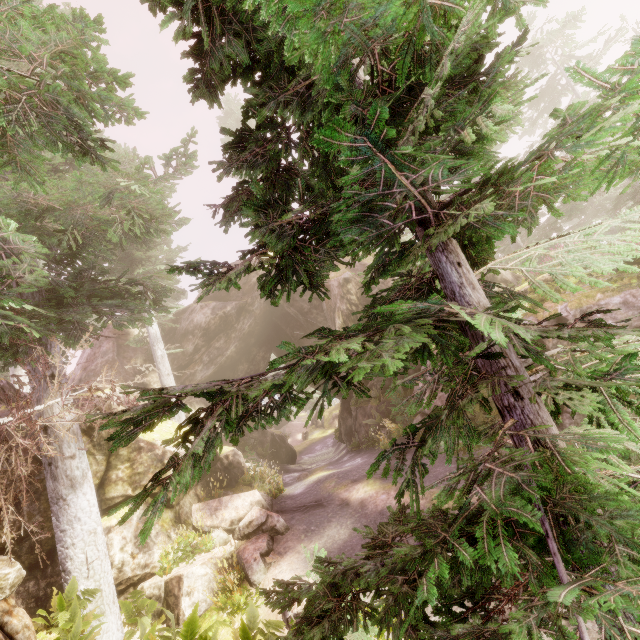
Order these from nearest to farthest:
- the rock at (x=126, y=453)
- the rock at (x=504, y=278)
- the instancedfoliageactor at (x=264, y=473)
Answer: the rock at (x=126, y=453)
the instancedfoliageactor at (x=264, y=473)
the rock at (x=504, y=278)

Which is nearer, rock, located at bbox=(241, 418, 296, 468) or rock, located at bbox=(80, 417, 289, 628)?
rock, located at bbox=(80, 417, 289, 628)

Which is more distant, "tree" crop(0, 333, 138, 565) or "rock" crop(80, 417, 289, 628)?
"rock" crop(80, 417, 289, 628)

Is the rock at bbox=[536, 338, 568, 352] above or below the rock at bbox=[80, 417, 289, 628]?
above

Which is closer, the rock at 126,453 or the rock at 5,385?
the rock at 126,453

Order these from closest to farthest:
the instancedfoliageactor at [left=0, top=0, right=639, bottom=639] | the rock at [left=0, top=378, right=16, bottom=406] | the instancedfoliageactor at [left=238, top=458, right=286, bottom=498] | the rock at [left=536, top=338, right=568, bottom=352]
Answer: the instancedfoliageactor at [left=0, top=0, right=639, bottom=639] → the rock at [left=536, top=338, right=568, bottom=352] → the rock at [left=0, top=378, right=16, bottom=406] → the instancedfoliageactor at [left=238, top=458, right=286, bottom=498]

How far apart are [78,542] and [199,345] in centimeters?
1491cm

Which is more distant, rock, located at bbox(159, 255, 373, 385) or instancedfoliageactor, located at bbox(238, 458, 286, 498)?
rock, located at bbox(159, 255, 373, 385)
